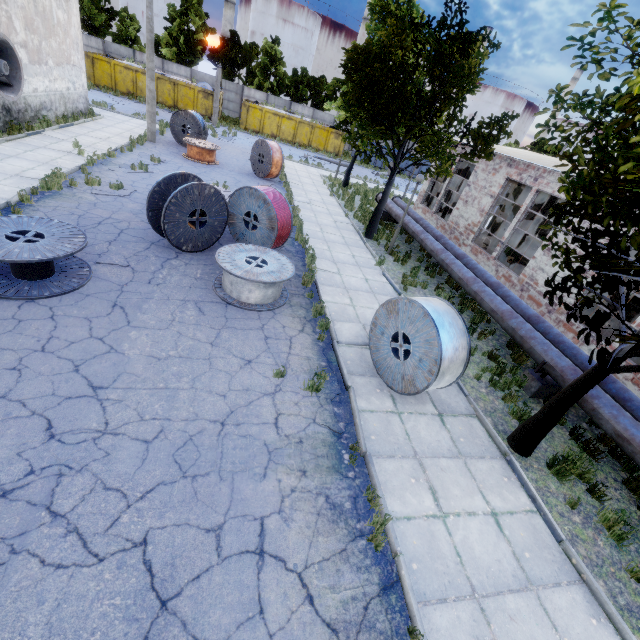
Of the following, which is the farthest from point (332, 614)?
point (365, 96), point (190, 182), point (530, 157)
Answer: point (530, 157)

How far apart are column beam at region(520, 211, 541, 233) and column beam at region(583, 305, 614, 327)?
5.3 meters

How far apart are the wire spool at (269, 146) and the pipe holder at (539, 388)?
16.5 meters

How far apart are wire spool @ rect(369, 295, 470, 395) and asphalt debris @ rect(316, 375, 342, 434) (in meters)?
1.15

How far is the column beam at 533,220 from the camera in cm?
1634

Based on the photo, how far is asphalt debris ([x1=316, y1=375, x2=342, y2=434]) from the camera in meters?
A: 5.9

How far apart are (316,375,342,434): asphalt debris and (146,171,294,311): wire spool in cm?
488

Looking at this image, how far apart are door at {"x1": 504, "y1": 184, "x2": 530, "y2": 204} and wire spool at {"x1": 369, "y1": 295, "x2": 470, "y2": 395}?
19.9m
